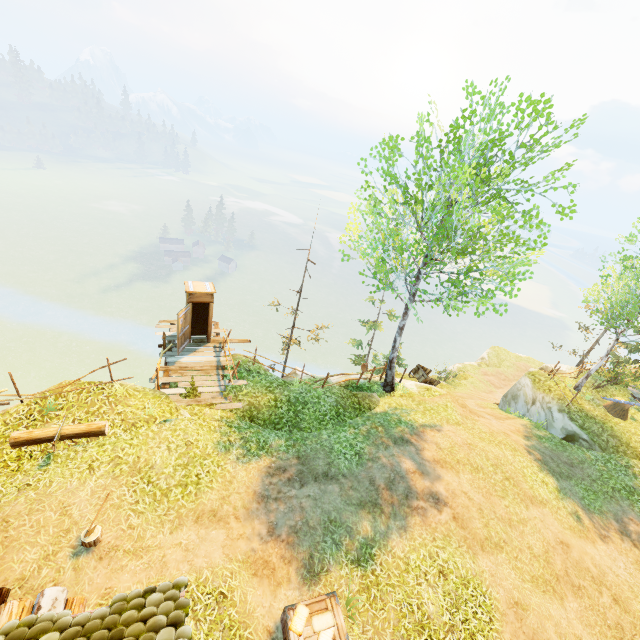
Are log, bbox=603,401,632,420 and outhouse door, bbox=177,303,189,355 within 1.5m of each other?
no

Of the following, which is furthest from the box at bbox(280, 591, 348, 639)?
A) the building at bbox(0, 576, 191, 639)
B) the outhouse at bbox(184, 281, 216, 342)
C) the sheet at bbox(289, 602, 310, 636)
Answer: the outhouse at bbox(184, 281, 216, 342)

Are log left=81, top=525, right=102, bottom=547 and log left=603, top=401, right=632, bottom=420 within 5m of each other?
no

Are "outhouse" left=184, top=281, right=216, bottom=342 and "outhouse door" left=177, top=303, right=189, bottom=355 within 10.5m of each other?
yes

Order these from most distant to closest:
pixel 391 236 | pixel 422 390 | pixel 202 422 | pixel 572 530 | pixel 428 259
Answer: pixel 422 390, pixel 428 259, pixel 391 236, pixel 572 530, pixel 202 422

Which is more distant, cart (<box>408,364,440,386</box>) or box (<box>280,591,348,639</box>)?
cart (<box>408,364,440,386</box>)

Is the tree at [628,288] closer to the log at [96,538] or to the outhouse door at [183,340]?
the log at [96,538]

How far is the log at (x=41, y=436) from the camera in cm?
829
